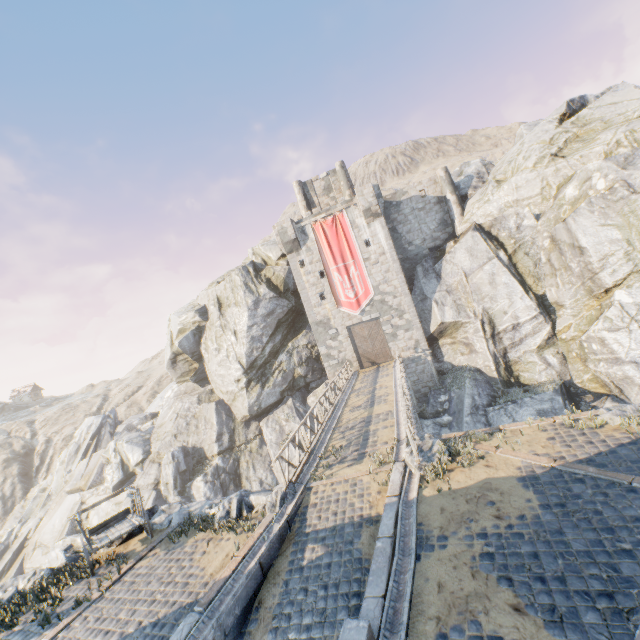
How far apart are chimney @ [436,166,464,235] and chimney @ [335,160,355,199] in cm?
734

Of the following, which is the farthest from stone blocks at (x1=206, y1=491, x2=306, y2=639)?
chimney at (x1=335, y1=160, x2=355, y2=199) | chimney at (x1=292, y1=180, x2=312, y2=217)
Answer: chimney at (x1=292, y1=180, x2=312, y2=217)

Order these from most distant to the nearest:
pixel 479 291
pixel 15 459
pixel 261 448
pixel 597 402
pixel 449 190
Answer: pixel 15 459 → pixel 261 448 → pixel 449 190 → pixel 479 291 → pixel 597 402

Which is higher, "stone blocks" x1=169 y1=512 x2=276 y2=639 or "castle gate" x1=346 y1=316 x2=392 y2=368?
"castle gate" x1=346 y1=316 x2=392 y2=368

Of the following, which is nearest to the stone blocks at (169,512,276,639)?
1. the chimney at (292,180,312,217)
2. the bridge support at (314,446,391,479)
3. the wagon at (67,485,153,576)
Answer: the bridge support at (314,446,391,479)

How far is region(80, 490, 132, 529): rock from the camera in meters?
28.5

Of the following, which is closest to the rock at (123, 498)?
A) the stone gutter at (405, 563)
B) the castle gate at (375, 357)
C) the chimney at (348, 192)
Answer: the stone gutter at (405, 563)

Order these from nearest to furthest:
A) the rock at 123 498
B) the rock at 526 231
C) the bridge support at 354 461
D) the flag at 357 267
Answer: the bridge support at 354 461 < the rock at 526 231 < the flag at 357 267 < the rock at 123 498
